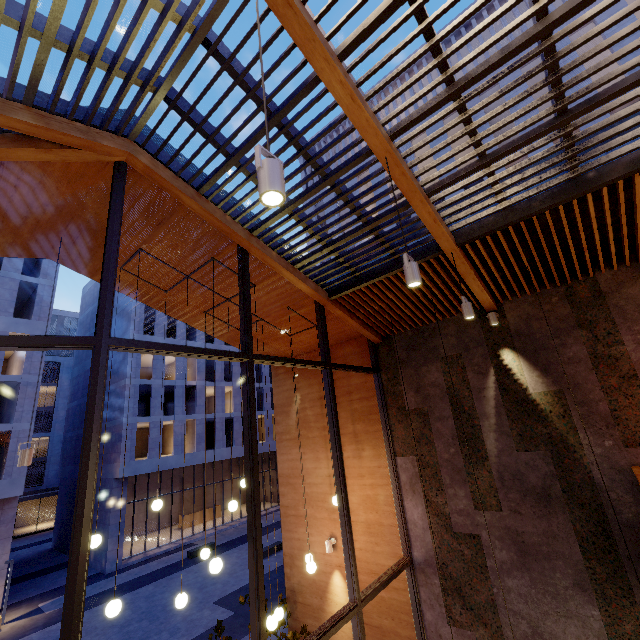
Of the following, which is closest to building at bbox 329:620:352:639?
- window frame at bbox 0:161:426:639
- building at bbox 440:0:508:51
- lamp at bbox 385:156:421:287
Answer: window frame at bbox 0:161:426:639

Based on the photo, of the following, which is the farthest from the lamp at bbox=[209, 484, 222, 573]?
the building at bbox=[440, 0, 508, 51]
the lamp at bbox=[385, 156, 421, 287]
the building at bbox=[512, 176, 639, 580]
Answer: the building at bbox=[440, 0, 508, 51]

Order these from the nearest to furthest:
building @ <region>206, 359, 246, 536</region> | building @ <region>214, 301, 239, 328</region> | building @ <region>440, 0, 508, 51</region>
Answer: building @ <region>214, 301, 239, 328</region> → building @ <region>440, 0, 508, 51</region> → building @ <region>206, 359, 246, 536</region>

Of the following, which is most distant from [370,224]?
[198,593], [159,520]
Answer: [159,520]

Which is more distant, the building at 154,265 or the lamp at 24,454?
the building at 154,265

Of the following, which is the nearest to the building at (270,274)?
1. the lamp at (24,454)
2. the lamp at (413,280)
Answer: the lamp at (413,280)

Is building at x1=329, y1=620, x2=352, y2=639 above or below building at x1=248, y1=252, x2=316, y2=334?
below

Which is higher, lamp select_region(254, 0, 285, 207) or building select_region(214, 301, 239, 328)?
building select_region(214, 301, 239, 328)
